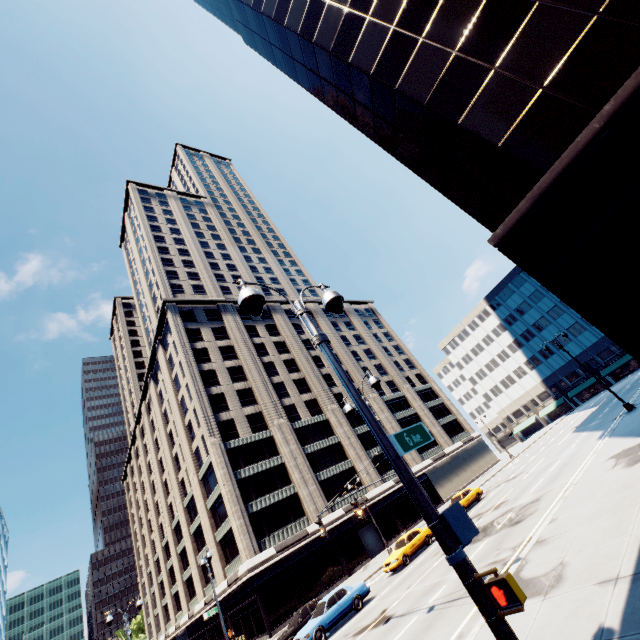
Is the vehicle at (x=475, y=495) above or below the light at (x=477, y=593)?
below

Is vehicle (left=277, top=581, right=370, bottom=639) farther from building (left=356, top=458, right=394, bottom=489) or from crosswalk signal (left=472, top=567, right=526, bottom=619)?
crosswalk signal (left=472, top=567, right=526, bottom=619)

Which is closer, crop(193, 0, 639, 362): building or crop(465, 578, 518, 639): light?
crop(465, 578, 518, 639): light

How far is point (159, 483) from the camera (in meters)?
58.84

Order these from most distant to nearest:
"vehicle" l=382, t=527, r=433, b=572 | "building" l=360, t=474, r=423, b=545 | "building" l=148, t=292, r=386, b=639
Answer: "building" l=360, t=474, r=423, b=545 → "building" l=148, t=292, r=386, b=639 → "vehicle" l=382, t=527, r=433, b=572

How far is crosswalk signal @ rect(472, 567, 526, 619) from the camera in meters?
3.2

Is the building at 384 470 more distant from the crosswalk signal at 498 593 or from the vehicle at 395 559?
the crosswalk signal at 498 593

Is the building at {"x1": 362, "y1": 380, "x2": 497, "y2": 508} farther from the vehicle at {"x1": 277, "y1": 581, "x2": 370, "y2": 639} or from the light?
the light
